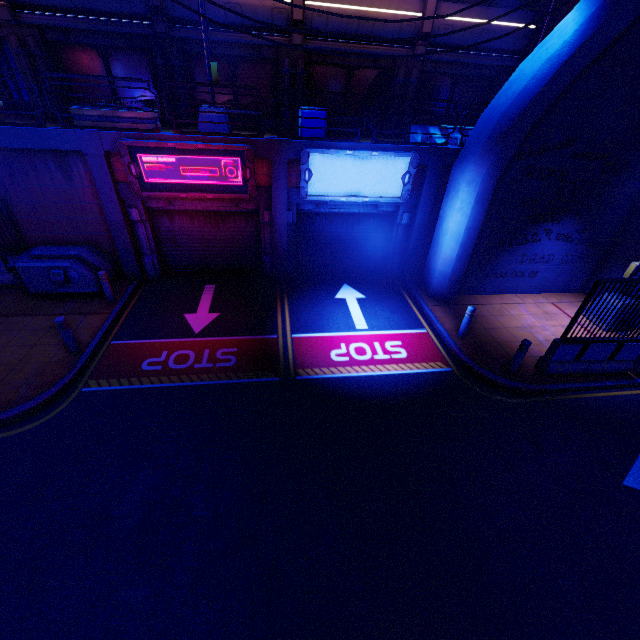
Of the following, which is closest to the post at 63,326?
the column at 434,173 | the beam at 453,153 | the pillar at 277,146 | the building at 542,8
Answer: the pillar at 277,146

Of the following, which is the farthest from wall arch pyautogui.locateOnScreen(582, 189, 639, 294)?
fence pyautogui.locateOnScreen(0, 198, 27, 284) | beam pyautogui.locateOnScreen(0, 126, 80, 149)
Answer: fence pyautogui.locateOnScreen(0, 198, 27, 284)

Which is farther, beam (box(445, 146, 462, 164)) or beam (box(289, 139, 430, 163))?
beam (box(445, 146, 462, 164))

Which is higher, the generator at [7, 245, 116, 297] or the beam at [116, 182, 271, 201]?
the beam at [116, 182, 271, 201]

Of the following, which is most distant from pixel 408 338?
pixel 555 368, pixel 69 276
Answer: pixel 69 276

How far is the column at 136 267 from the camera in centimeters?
948cm

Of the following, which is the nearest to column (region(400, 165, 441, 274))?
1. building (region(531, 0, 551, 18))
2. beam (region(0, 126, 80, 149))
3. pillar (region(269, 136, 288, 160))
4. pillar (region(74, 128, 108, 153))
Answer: pillar (region(269, 136, 288, 160))

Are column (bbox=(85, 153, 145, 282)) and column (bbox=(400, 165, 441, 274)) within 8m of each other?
no
